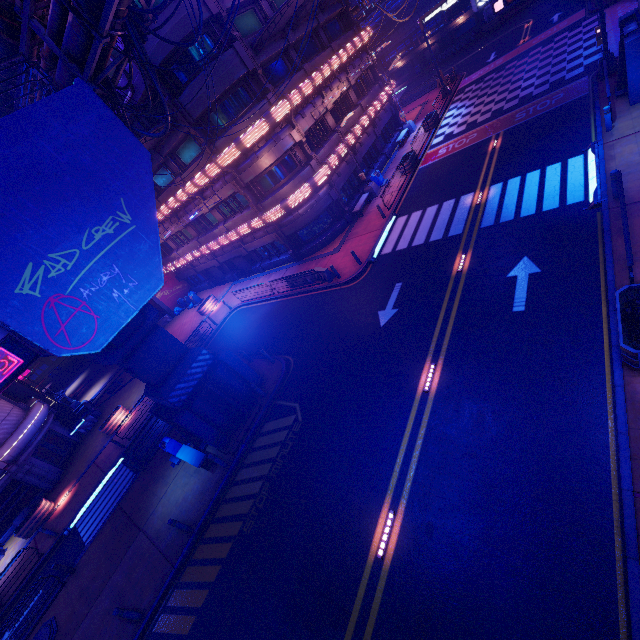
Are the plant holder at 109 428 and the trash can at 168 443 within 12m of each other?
yes

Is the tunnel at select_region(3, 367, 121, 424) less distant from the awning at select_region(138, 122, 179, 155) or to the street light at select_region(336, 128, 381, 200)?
the awning at select_region(138, 122, 179, 155)

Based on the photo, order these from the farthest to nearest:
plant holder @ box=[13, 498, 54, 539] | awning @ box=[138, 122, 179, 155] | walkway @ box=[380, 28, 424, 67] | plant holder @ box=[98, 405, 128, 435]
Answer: walkway @ box=[380, 28, 424, 67] → plant holder @ box=[98, 405, 128, 435] → plant holder @ box=[13, 498, 54, 539] → awning @ box=[138, 122, 179, 155]

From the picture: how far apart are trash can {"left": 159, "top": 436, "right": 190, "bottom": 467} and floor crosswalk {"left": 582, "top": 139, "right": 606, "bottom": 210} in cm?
2102

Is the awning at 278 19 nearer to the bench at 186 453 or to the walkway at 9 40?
the walkway at 9 40

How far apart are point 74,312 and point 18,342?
1.7m

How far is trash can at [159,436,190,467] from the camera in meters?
16.6

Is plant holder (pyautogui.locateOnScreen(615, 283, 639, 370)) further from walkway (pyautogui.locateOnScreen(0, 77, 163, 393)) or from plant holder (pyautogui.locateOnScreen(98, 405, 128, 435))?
plant holder (pyautogui.locateOnScreen(98, 405, 128, 435))
